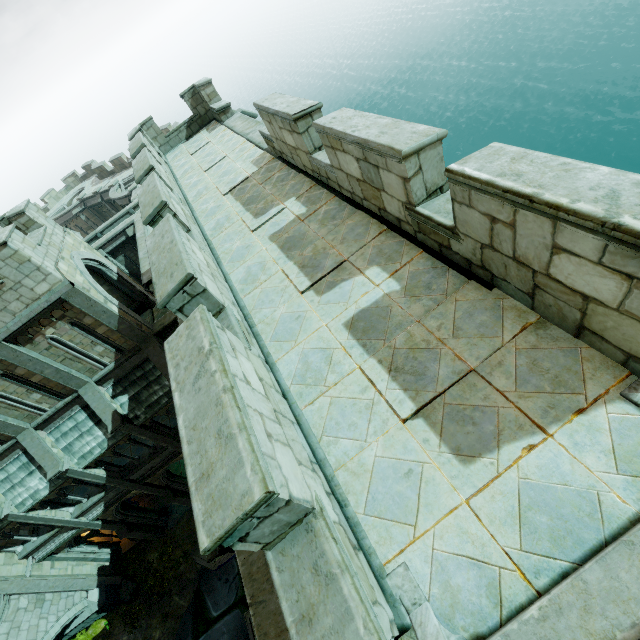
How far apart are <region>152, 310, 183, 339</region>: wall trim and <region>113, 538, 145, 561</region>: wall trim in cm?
1397

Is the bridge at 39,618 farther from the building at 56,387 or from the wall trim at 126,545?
the wall trim at 126,545

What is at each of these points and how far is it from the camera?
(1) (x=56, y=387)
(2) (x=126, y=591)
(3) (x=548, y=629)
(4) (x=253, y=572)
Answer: (1) building, 13.3 meters
(2) plant, 18.3 meters
(3) stair, 2.0 meters
(4) wall trim, 6.8 meters

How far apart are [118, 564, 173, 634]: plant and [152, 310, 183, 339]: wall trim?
15.0 meters

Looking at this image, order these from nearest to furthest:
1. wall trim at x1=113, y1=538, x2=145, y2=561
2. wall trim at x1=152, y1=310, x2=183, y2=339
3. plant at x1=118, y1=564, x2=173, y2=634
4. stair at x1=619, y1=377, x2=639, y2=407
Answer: stair at x1=619, y1=377, x2=639, y2=407 < wall trim at x1=152, y1=310, x2=183, y2=339 < plant at x1=118, y1=564, x2=173, y2=634 < wall trim at x1=113, y1=538, x2=145, y2=561

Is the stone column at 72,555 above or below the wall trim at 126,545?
above

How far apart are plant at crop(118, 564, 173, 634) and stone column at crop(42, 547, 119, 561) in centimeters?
123cm

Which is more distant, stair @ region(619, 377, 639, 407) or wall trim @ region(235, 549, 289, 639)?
wall trim @ region(235, 549, 289, 639)
